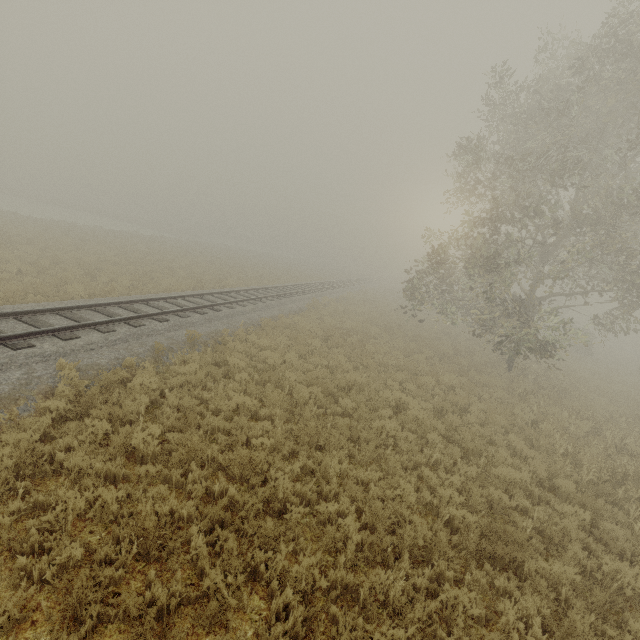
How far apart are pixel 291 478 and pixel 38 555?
3.8 meters
